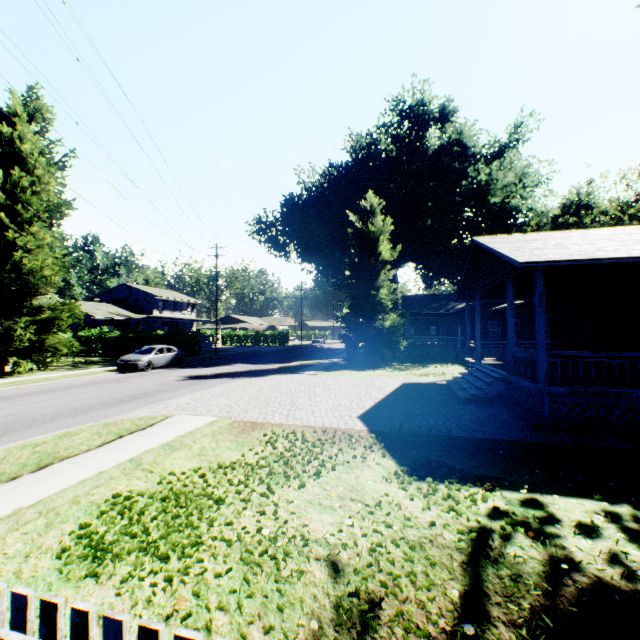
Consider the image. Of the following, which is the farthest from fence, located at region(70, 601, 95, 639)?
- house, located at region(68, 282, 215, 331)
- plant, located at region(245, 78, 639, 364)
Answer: house, located at region(68, 282, 215, 331)

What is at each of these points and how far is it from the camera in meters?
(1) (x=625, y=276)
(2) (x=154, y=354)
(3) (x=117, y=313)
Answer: (1) house, 10.9
(2) car, 22.0
(3) house, 42.4

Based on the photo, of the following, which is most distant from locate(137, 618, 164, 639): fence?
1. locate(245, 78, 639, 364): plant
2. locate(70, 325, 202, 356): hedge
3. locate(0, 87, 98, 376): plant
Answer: locate(70, 325, 202, 356): hedge

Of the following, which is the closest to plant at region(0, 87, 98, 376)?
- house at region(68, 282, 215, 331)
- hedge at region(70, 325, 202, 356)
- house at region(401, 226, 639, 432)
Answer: house at region(68, 282, 215, 331)

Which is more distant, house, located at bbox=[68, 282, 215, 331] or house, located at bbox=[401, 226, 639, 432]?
house, located at bbox=[68, 282, 215, 331]

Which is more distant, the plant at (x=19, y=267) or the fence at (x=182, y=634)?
the plant at (x=19, y=267)

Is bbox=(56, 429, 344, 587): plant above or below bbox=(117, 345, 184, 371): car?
below

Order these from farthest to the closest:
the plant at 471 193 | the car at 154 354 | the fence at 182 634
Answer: the plant at 471 193
the car at 154 354
the fence at 182 634
